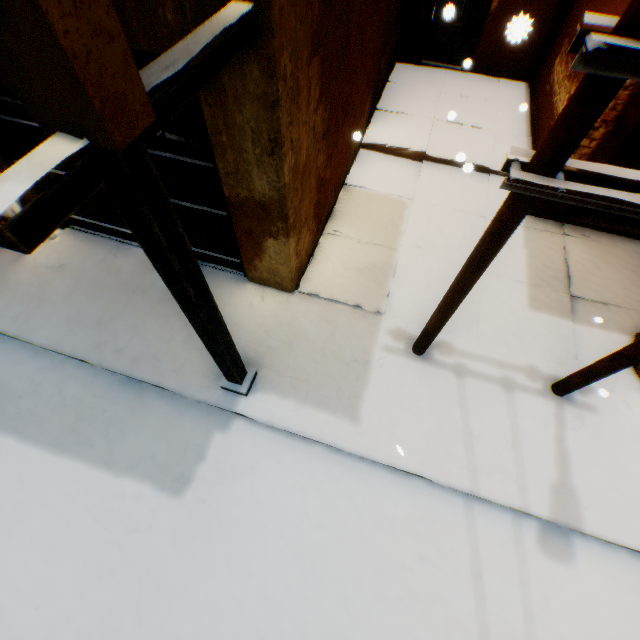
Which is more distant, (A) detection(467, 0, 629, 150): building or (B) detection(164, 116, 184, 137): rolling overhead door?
(A) detection(467, 0, 629, 150): building

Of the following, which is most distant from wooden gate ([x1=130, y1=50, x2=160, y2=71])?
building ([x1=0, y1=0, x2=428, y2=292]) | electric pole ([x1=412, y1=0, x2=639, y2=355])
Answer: electric pole ([x1=412, y1=0, x2=639, y2=355])

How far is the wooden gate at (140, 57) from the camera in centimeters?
261cm

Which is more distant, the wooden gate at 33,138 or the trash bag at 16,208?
the trash bag at 16,208

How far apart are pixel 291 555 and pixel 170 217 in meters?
3.5 m

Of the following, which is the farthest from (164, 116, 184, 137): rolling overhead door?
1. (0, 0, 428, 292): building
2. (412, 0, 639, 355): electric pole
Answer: (412, 0, 639, 355): electric pole

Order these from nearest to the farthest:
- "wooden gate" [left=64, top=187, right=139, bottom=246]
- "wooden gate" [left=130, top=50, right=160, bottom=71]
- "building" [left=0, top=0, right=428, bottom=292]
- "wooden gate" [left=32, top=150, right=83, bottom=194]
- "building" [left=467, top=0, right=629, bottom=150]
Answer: "building" [left=0, top=0, right=428, bottom=292] → "wooden gate" [left=130, top=50, right=160, bottom=71] → "wooden gate" [left=32, top=150, right=83, bottom=194] → "wooden gate" [left=64, top=187, right=139, bottom=246] → "building" [left=467, top=0, right=629, bottom=150]

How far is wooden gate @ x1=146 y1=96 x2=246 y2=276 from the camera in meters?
3.2 m
